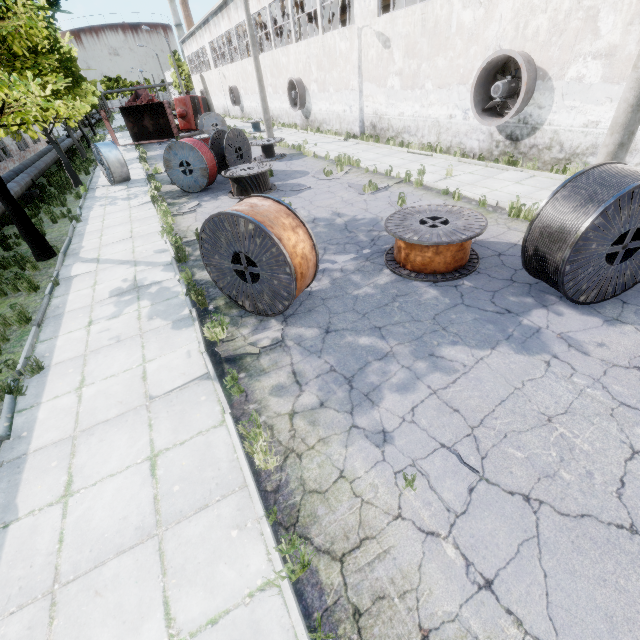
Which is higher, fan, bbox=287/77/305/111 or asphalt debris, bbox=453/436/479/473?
fan, bbox=287/77/305/111

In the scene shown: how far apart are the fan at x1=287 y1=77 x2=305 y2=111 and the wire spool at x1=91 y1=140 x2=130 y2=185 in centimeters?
1354cm

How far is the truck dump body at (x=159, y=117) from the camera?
29.5m

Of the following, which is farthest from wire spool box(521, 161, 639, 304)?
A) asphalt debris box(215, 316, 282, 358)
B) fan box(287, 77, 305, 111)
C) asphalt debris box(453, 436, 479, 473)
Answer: fan box(287, 77, 305, 111)

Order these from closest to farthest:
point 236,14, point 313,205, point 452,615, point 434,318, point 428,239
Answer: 1. point 452,615
2. point 434,318
3. point 428,239
4. point 313,205
5. point 236,14

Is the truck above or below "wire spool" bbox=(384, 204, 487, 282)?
above

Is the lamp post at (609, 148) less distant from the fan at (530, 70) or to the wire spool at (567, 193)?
the wire spool at (567, 193)

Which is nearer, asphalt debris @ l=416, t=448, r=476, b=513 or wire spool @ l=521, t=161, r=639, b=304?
asphalt debris @ l=416, t=448, r=476, b=513
